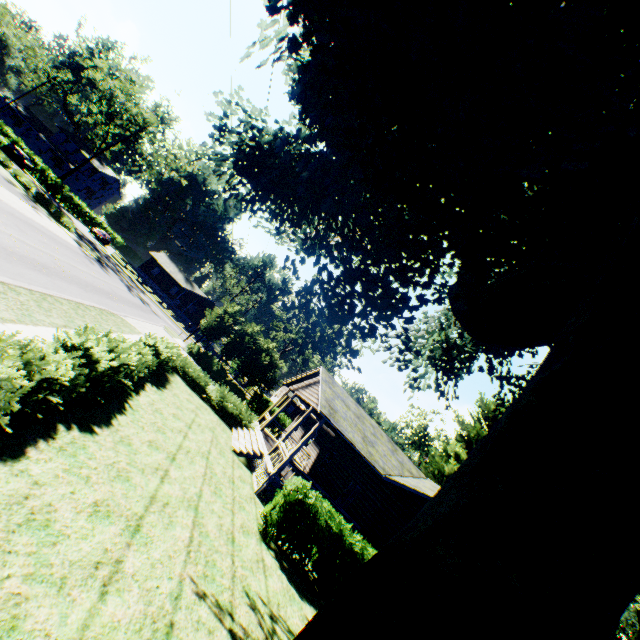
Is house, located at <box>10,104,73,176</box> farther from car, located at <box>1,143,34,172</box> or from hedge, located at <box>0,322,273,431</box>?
hedge, located at <box>0,322,273,431</box>

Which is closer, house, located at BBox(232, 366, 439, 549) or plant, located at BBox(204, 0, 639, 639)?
plant, located at BBox(204, 0, 639, 639)

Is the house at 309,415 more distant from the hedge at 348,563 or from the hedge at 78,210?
the hedge at 78,210

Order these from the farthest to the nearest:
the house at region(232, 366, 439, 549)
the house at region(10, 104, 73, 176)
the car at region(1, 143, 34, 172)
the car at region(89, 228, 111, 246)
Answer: the house at region(10, 104, 73, 176)
the car at region(89, 228, 111, 246)
the car at region(1, 143, 34, 172)
the house at region(232, 366, 439, 549)

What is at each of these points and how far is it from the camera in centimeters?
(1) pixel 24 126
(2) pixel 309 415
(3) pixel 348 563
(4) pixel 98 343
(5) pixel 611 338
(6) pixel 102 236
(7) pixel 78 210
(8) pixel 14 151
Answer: (1) house, 5759cm
(2) house, 3228cm
(3) hedge, 1135cm
(4) hedge, 888cm
(5) plant, 265cm
(6) car, 4900cm
(7) hedge, 5012cm
(8) car, 4091cm

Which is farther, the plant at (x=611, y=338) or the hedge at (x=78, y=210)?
the hedge at (x=78, y=210)

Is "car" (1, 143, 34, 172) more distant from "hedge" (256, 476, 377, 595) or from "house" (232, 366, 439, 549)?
"house" (232, 366, 439, 549)
